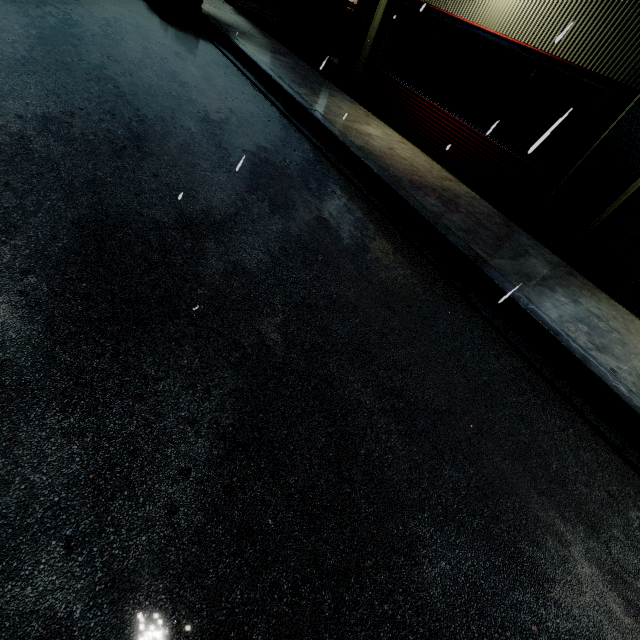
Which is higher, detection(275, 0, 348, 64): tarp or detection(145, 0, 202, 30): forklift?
detection(275, 0, 348, 64): tarp

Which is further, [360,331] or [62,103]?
[62,103]

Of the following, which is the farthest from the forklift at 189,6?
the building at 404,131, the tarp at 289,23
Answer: the building at 404,131

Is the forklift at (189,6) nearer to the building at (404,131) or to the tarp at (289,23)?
the tarp at (289,23)

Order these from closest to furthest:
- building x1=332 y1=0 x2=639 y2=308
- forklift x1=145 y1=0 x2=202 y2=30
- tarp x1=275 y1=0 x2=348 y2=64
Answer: building x1=332 y1=0 x2=639 y2=308 < forklift x1=145 y1=0 x2=202 y2=30 < tarp x1=275 y1=0 x2=348 y2=64

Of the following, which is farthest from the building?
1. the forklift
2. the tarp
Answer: the forklift

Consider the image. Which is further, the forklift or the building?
the forklift

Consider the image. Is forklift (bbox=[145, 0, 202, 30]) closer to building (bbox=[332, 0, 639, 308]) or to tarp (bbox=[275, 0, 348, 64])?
tarp (bbox=[275, 0, 348, 64])
